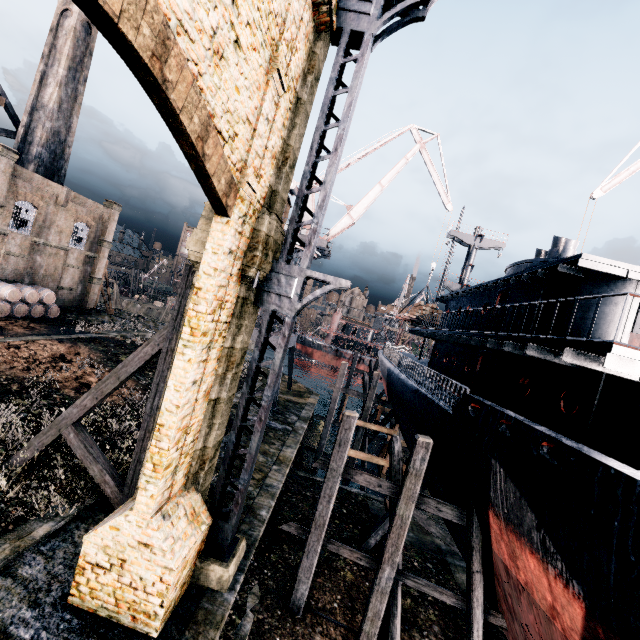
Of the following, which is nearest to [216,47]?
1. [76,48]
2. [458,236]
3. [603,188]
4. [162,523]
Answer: [162,523]

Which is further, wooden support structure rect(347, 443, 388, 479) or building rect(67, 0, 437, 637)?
wooden support structure rect(347, 443, 388, 479)

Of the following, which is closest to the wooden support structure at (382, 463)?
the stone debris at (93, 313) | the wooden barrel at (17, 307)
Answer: the wooden barrel at (17, 307)

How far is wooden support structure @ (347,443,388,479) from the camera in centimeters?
1855cm

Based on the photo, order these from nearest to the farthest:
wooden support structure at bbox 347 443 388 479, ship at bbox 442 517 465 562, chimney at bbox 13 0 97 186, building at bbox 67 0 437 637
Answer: building at bbox 67 0 437 637 → ship at bbox 442 517 465 562 → wooden support structure at bbox 347 443 388 479 → chimney at bbox 13 0 97 186

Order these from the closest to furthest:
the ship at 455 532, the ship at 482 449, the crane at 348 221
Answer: the ship at 482 449
the ship at 455 532
the crane at 348 221

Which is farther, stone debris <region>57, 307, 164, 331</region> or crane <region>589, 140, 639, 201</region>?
stone debris <region>57, 307, 164, 331</region>

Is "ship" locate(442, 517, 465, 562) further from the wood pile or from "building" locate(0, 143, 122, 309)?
"building" locate(0, 143, 122, 309)
